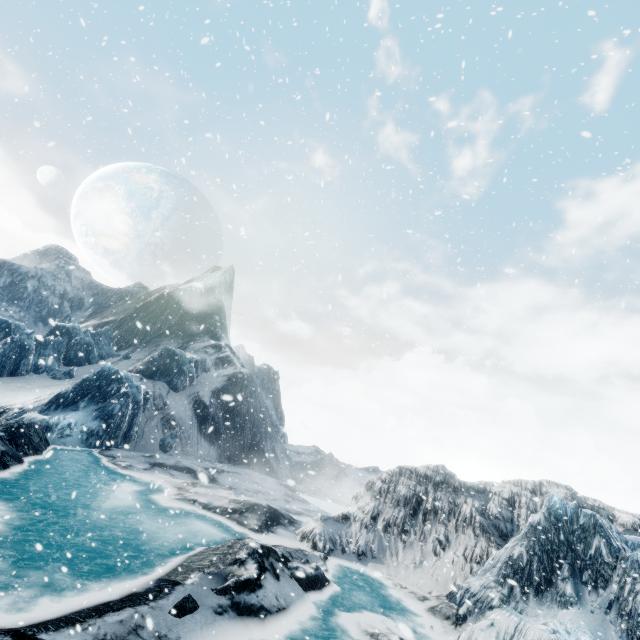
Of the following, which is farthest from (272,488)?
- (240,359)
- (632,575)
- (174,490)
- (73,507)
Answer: (240,359)
